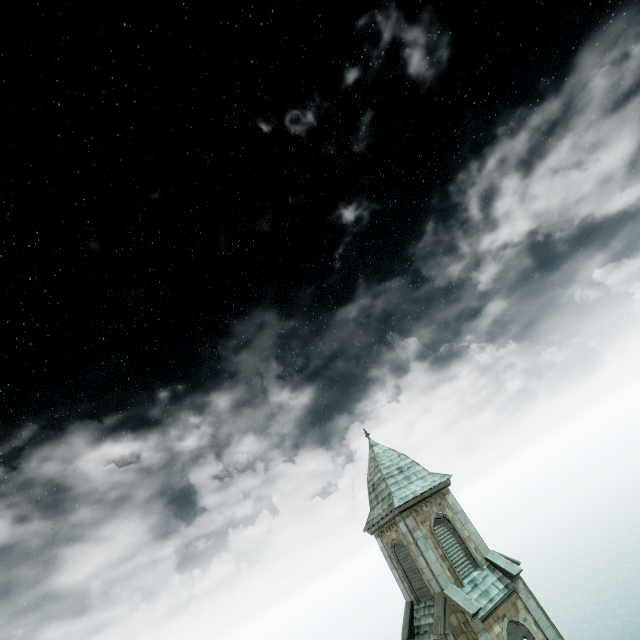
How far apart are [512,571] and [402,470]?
8.42m
